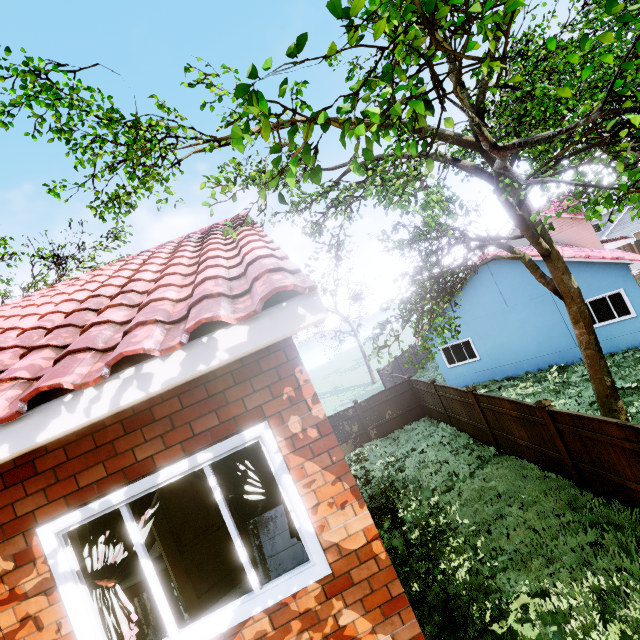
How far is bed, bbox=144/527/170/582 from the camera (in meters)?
4.68

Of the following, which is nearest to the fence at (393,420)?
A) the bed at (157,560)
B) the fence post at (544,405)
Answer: the fence post at (544,405)

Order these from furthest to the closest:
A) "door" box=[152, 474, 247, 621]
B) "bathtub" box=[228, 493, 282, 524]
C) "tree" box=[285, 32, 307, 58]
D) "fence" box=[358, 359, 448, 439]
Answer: "fence" box=[358, 359, 448, 439] < "bathtub" box=[228, 493, 282, 524] < "door" box=[152, 474, 247, 621] < "tree" box=[285, 32, 307, 58]

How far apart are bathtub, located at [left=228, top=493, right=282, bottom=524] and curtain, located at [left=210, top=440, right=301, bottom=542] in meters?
3.3 m

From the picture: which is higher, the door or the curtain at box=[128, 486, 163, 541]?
the curtain at box=[128, 486, 163, 541]

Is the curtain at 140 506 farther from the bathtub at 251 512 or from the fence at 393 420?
the fence at 393 420

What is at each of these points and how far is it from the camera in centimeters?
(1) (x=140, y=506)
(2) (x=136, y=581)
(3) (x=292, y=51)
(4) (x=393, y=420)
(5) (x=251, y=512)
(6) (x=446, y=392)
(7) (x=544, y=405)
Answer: (1) curtain, 285cm
(2) bed, 467cm
(3) tree, 193cm
(4) fence, 1764cm
(5) bathtub, 604cm
(6) fence, 1393cm
(7) fence post, 817cm

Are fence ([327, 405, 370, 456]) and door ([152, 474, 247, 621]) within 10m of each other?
no
